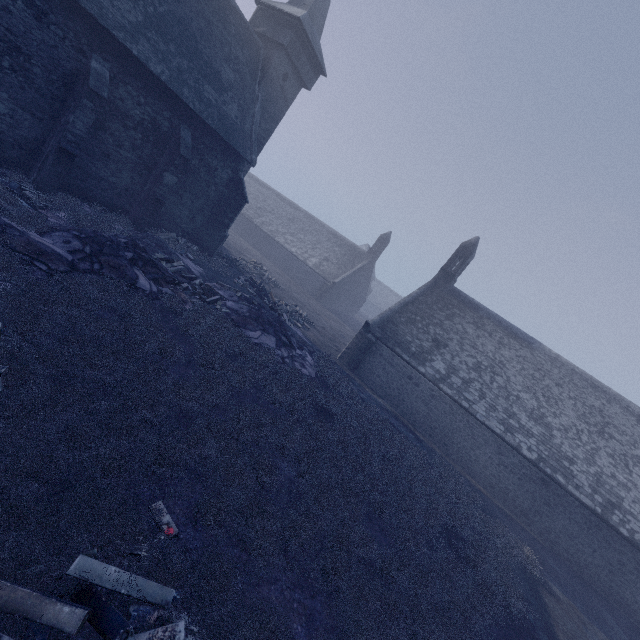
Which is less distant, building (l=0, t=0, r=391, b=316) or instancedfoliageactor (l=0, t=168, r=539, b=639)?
instancedfoliageactor (l=0, t=168, r=539, b=639)

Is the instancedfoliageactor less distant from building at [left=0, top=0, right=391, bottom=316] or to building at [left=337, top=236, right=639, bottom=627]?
building at [left=0, top=0, right=391, bottom=316]

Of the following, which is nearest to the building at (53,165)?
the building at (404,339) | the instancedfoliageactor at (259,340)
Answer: the instancedfoliageactor at (259,340)

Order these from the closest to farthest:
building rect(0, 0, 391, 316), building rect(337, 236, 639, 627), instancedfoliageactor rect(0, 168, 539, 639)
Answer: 1. instancedfoliageactor rect(0, 168, 539, 639)
2. building rect(0, 0, 391, 316)
3. building rect(337, 236, 639, 627)

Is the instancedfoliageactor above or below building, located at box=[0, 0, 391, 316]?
below

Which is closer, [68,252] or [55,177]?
[68,252]
